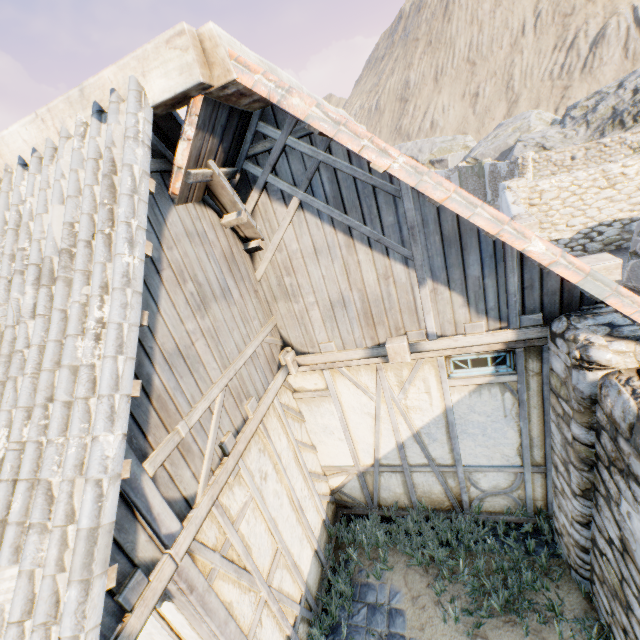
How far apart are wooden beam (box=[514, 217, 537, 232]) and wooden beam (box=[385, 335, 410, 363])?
4.71m

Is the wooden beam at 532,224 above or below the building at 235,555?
above

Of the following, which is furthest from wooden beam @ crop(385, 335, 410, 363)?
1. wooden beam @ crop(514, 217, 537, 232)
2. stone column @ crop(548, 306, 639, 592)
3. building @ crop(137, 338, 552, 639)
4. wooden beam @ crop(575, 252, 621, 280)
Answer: wooden beam @ crop(514, 217, 537, 232)

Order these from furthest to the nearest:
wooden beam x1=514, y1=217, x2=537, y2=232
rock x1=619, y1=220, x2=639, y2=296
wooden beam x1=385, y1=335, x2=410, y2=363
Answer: rock x1=619, y1=220, x2=639, y2=296
wooden beam x1=514, y1=217, x2=537, y2=232
wooden beam x1=385, y1=335, x2=410, y2=363

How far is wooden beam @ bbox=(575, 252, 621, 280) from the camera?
3.9m

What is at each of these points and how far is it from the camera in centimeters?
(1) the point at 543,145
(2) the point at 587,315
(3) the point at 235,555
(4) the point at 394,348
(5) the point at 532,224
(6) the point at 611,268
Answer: (1) rock, 2359cm
(2) stone column, 285cm
(3) building, 294cm
(4) wooden beam, 350cm
(5) wooden beam, 642cm
(6) wooden beam, 387cm

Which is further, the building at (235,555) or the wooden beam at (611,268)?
the wooden beam at (611,268)

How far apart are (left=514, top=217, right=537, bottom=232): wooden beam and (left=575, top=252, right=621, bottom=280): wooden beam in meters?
2.6 m
